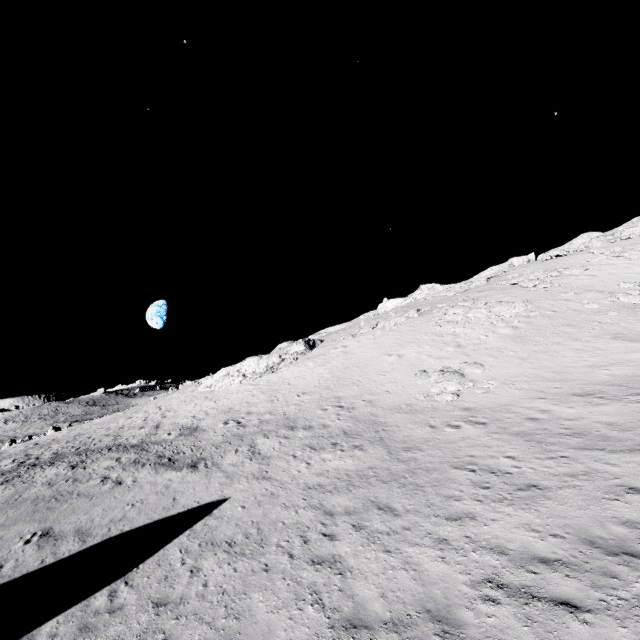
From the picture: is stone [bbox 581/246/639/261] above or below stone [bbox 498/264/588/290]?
above

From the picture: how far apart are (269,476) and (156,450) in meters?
10.4 m

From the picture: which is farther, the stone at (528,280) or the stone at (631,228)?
the stone at (631,228)

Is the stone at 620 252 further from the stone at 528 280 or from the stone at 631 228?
the stone at 631 228

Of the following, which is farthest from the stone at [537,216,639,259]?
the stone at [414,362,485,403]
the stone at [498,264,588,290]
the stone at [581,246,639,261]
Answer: the stone at [414,362,485,403]

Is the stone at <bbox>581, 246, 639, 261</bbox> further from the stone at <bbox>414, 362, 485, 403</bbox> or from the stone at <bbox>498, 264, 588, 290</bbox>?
the stone at <bbox>414, 362, 485, 403</bbox>

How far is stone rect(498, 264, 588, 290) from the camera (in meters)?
31.69

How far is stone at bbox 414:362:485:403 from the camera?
18.46m
